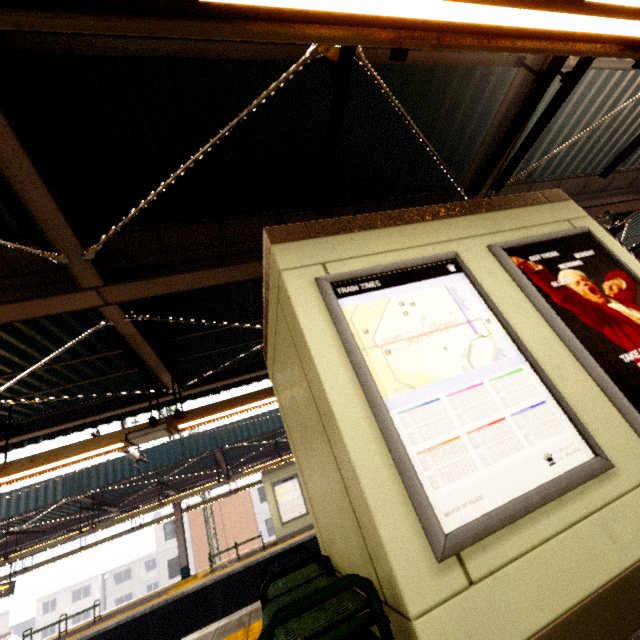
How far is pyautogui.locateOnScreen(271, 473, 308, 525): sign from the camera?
14.42m

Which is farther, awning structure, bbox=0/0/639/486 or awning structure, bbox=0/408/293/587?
awning structure, bbox=0/408/293/587

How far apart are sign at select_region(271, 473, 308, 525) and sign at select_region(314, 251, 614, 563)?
15.0m

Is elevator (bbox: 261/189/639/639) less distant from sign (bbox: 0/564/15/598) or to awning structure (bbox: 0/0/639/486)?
awning structure (bbox: 0/0/639/486)

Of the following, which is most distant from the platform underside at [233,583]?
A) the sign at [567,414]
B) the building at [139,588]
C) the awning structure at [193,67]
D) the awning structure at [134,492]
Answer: the building at [139,588]

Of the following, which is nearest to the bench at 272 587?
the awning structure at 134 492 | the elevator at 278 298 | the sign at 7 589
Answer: the elevator at 278 298

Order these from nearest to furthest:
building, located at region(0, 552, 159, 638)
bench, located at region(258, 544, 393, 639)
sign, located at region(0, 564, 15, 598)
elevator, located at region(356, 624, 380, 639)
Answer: bench, located at region(258, 544, 393, 639)
elevator, located at region(356, 624, 380, 639)
sign, located at region(0, 564, 15, 598)
building, located at region(0, 552, 159, 638)

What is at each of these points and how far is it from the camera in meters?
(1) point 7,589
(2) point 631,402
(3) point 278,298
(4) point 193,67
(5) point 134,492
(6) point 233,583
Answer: (1) sign, 14.0 m
(2) sign, 2.2 m
(3) elevator, 2.6 m
(4) awning structure, 2.6 m
(5) awning structure, 14.6 m
(6) platform underside, 11.5 m
